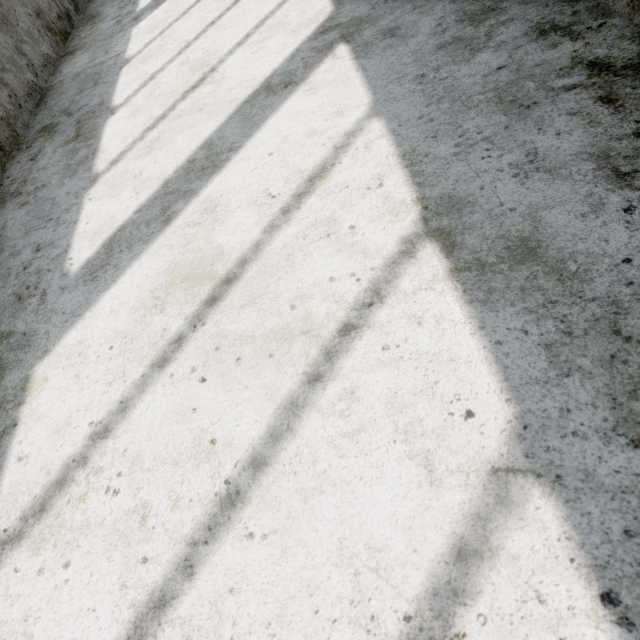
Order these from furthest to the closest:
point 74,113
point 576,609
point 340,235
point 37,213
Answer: point 74,113 < point 37,213 < point 340,235 < point 576,609
